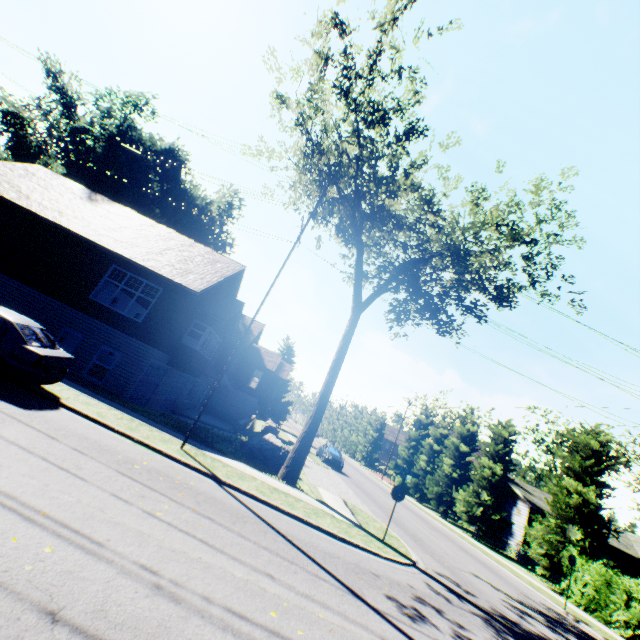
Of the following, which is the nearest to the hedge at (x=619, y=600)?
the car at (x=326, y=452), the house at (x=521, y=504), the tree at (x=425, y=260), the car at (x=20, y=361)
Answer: the tree at (x=425, y=260)

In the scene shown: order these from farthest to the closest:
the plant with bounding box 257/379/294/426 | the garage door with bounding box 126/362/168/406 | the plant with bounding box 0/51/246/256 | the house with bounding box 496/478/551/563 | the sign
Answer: the plant with bounding box 257/379/294/426 → the plant with bounding box 0/51/246/256 → the house with bounding box 496/478/551/563 → the garage door with bounding box 126/362/168/406 → the sign

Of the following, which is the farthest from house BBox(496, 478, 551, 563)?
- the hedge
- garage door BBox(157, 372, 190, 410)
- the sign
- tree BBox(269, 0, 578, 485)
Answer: garage door BBox(157, 372, 190, 410)

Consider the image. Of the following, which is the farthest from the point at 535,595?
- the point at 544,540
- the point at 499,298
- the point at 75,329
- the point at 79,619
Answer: the point at 75,329

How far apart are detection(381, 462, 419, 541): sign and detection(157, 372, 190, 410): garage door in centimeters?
1597cm

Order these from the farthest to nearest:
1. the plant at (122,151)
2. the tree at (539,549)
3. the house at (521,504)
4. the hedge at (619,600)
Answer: the plant at (122,151) < the house at (521,504) < the tree at (539,549) < the hedge at (619,600)

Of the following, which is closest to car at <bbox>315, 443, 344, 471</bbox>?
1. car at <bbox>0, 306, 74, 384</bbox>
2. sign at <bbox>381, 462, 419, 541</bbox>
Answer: sign at <bbox>381, 462, 419, 541</bbox>

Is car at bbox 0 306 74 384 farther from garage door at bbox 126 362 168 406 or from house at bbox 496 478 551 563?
house at bbox 496 478 551 563
